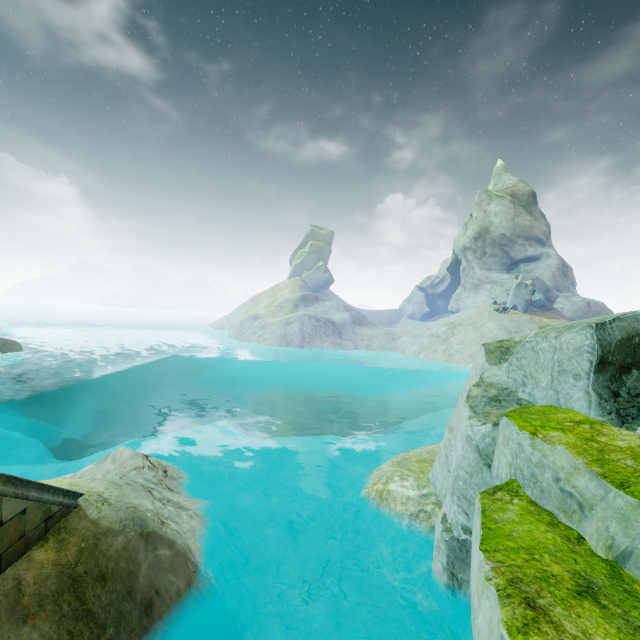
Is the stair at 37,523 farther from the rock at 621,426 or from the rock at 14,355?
the rock at 14,355

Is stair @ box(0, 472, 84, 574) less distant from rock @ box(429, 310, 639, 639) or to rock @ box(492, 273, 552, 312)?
rock @ box(429, 310, 639, 639)

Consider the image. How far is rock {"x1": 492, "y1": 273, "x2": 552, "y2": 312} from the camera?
40.0m

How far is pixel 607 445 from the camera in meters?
3.8 m

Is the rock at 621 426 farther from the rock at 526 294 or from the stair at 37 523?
the rock at 526 294

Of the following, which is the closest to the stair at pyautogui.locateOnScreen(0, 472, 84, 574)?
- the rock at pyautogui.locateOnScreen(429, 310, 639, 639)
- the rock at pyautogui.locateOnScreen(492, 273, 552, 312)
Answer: the rock at pyautogui.locateOnScreen(429, 310, 639, 639)

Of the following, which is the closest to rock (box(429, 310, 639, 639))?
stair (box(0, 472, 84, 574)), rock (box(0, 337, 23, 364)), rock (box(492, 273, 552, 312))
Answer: stair (box(0, 472, 84, 574))
